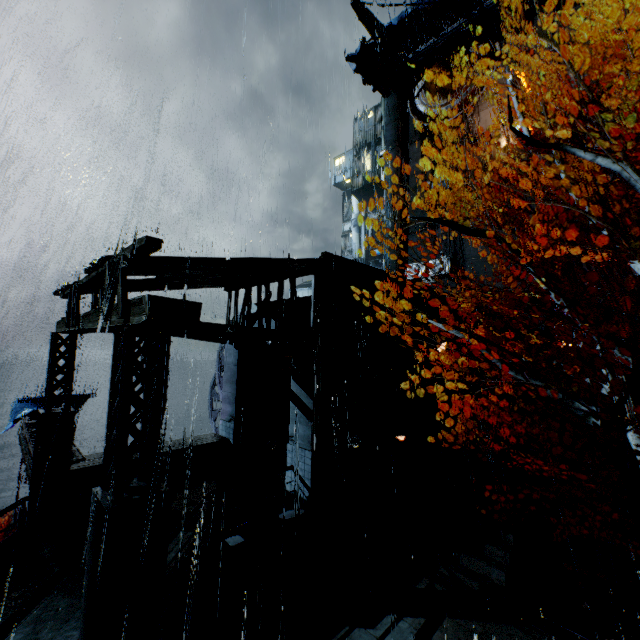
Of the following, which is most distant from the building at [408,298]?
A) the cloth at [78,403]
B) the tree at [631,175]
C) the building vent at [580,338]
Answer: the cloth at [78,403]

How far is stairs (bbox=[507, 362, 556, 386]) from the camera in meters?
17.0

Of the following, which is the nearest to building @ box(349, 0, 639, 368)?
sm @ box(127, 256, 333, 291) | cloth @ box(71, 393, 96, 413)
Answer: sm @ box(127, 256, 333, 291)

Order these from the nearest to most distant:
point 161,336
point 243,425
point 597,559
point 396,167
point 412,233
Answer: point 161,336
point 597,559
point 243,425
point 412,233
point 396,167

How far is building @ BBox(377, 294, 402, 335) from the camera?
14.1 meters

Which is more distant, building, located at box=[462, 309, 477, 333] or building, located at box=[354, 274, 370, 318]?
building, located at box=[462, 309, 477, 333]

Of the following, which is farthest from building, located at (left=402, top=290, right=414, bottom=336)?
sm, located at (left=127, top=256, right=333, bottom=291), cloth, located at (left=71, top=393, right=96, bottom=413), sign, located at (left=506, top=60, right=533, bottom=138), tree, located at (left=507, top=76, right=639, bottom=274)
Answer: cloth, located at (left=71, top=393, right=96, bottom=413)

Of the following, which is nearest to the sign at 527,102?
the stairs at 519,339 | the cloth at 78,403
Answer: the stairs at 519,339
